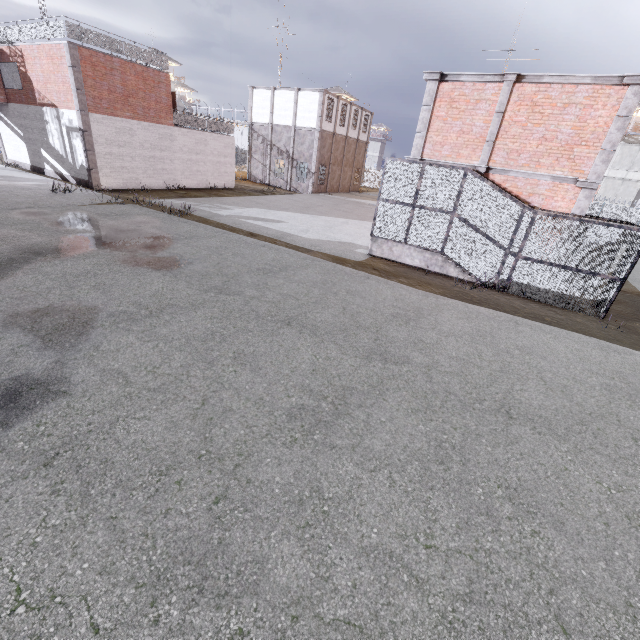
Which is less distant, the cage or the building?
the cage

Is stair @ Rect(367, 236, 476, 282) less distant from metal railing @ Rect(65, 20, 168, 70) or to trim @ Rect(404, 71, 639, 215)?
trim @ Rect(404, 71, 639, 215)

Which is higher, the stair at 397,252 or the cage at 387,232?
the cage at 387,232

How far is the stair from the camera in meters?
12.4 m

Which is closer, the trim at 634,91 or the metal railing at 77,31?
the trim at 634,91

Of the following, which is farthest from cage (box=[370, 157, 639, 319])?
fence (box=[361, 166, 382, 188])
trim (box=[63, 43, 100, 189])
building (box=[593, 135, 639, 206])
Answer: building (box=[593, 135, 639, 206])

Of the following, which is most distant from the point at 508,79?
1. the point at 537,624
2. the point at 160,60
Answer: the point at 160,60

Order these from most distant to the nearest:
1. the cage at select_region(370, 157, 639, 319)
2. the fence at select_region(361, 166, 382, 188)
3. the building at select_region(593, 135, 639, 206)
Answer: the fence at select_region(361, 166, 382, 188)
the building at select_region(593, 135, 639, 206)
the cage at select_region(370, 157, 639, 319)
